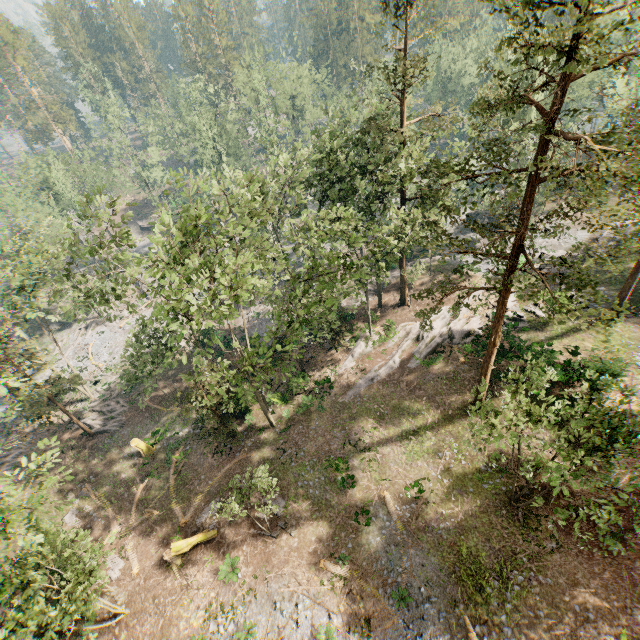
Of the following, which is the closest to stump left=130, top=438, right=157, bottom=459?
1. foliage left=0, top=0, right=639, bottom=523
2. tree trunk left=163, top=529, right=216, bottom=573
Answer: foliage left=0, top=0, right=639, bottom=523

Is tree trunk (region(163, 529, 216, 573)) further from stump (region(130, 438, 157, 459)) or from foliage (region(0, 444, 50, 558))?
stump (region(130, 438, 157, 459))

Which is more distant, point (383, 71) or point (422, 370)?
point (422, 370)

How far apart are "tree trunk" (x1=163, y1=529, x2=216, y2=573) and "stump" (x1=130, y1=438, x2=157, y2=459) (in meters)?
8.97

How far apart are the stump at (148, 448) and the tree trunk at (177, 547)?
9.0m

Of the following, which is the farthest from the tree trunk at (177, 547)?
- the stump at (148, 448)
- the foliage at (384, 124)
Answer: the stump at (148, 448)

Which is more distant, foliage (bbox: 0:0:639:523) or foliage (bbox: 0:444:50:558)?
foliage (bbox: 0:444:50:558)

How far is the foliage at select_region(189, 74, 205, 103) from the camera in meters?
48.4
